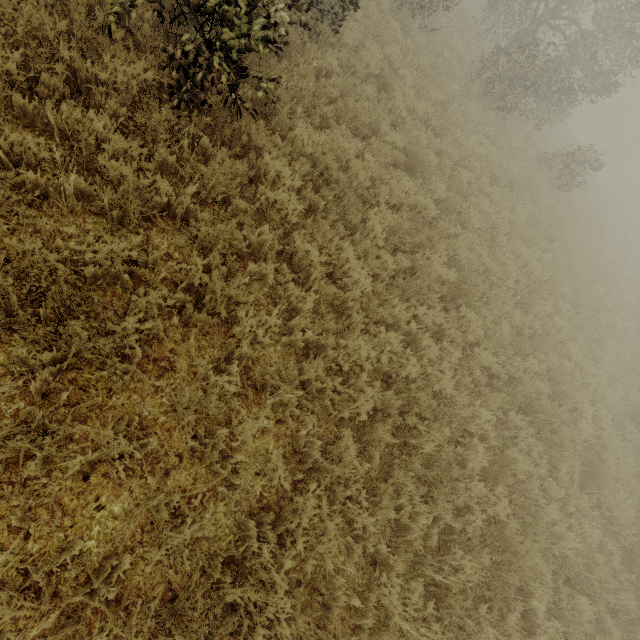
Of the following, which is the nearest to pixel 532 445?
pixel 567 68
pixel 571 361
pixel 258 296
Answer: pixel 571 361
